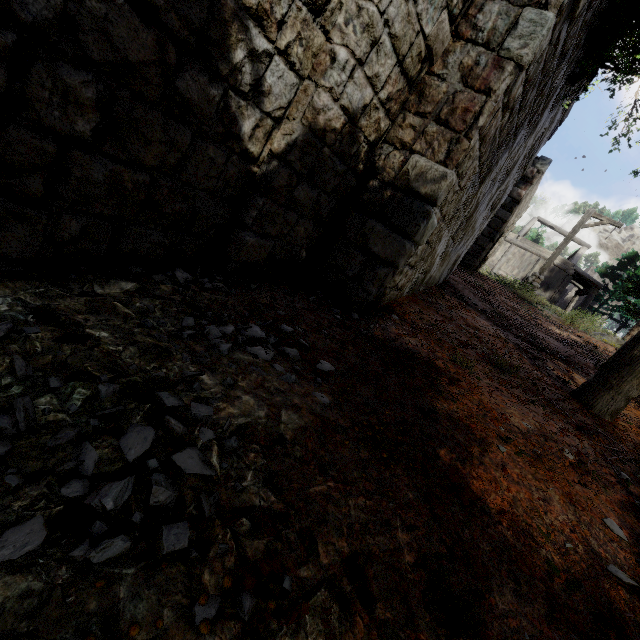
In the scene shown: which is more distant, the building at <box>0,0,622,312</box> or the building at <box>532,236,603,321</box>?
the building at <box>532,236,603,321</box>

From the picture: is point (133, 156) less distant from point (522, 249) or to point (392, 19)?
point (392, 19)

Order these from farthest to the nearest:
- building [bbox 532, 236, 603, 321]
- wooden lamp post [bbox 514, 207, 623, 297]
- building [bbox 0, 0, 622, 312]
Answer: building [bbox 532, 236, 603, 321], wooden lamp post [bbox 514, 207, 623, 297], building [bbox 0, 0, 622, 312]

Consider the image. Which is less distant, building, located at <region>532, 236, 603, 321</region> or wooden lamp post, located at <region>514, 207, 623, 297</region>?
wooden lamp post, located at <region>514, 207, 623, 297</region>

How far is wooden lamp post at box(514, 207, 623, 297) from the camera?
13.6m

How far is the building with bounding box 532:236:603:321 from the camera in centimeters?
1446cm

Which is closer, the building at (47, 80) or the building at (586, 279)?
the building at (47, 80)

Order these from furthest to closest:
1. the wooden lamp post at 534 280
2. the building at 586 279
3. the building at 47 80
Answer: the building at 586 279 → the wooden lamp post at 534 280 → the building at 47 80
